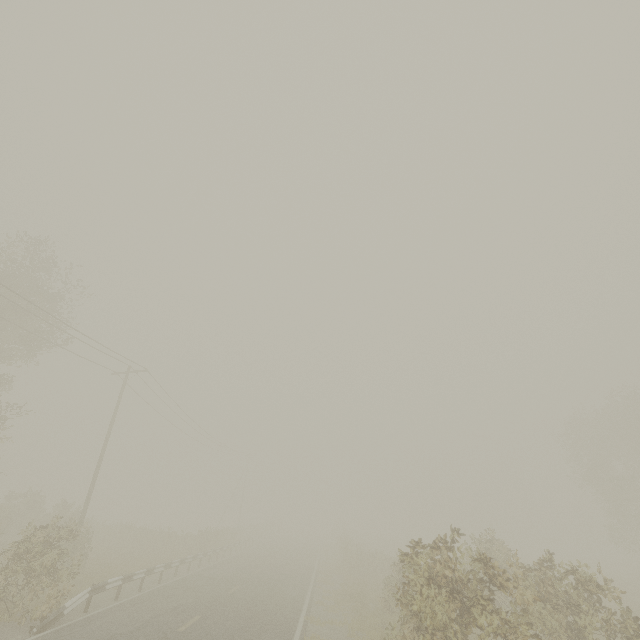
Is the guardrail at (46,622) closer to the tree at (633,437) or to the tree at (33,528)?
the tree at (33,528)

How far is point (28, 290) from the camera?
20.31m

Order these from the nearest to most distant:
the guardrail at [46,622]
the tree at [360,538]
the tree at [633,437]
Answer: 1. the tree at [360,538]
2. the guardrail at [46,622]
3. the tree at [633,437]

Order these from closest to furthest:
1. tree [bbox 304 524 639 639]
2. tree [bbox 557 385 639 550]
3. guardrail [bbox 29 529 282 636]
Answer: tree [bbox 304 524 639 639], guardrail [bbox 29 529 282 636], tree [bbox 557 385 639 550]

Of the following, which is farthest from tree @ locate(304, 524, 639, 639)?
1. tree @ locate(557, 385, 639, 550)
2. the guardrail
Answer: tree @ locate(557, 385, 639, 550)
